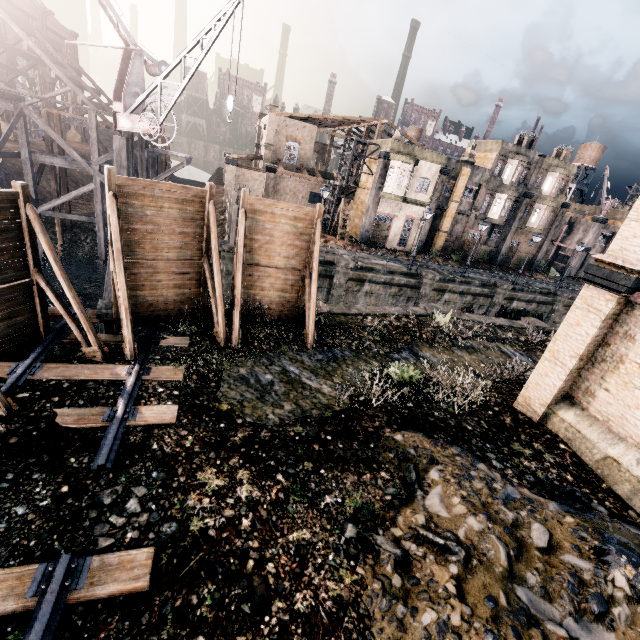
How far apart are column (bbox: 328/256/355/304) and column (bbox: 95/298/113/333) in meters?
16.6 m

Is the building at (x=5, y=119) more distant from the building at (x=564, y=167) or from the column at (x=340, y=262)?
the building at (x=564, y=167)

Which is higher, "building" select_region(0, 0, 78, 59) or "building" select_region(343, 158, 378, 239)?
"building" select_region(0, 0, 78, 59)

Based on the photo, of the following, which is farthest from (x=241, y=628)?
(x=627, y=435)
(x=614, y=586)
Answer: (x=627, y=435)

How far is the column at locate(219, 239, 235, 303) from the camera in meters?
23.3

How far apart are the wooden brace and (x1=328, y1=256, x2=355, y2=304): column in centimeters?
1448cm

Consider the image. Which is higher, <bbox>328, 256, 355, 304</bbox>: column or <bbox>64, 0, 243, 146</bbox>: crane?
<bbox>64, 0, 243, 146</bbox>: crane

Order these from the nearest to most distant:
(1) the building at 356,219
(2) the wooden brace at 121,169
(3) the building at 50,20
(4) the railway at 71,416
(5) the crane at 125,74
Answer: (4) the railway at 71,416
(5) the crane at 125,74
(2) the wooden brace at 121,169
(1) the building at 356,219
(3) the building at 50,20
